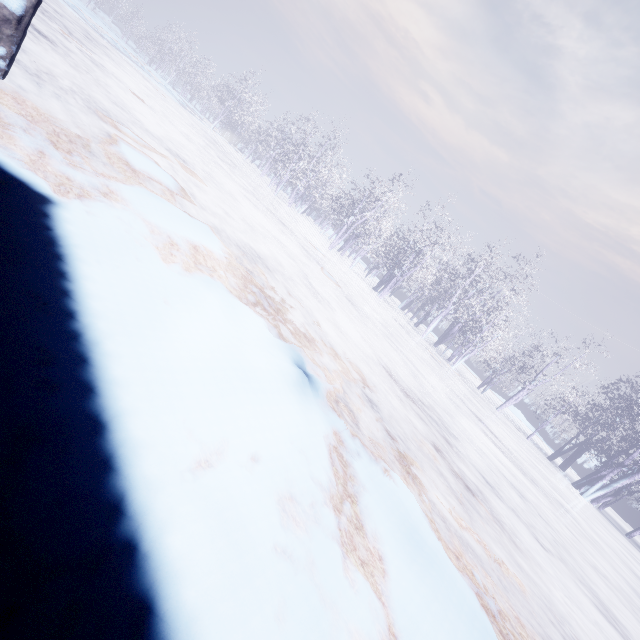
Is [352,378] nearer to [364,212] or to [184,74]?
[364,212]
